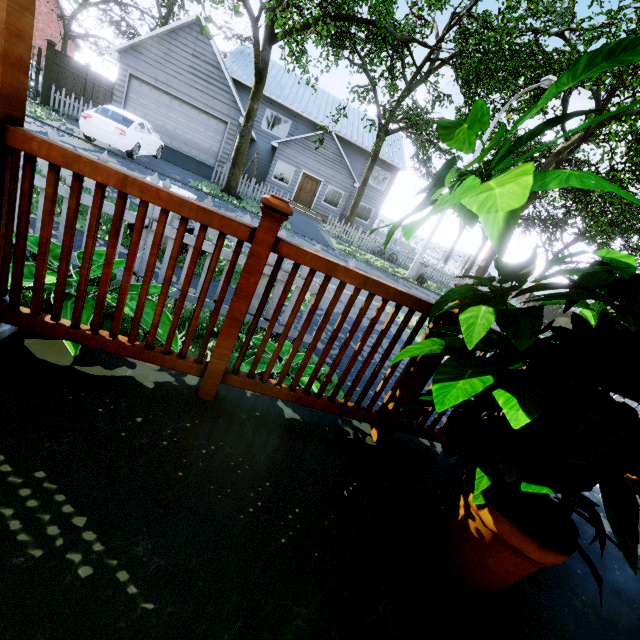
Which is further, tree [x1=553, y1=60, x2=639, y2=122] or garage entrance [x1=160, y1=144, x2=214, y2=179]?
garage entrance [x1=160, y1=144, x2=214, y2=179]

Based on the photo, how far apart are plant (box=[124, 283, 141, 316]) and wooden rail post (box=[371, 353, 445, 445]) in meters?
1.4

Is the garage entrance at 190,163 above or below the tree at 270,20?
below

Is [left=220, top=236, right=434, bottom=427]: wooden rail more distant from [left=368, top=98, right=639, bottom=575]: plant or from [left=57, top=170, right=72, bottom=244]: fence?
[left=57, top=170, right=72, bottom=244]: fence

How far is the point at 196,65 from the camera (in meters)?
16.12

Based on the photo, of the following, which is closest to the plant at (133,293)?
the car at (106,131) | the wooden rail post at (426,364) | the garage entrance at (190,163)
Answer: the wooden rail post at (426,364)

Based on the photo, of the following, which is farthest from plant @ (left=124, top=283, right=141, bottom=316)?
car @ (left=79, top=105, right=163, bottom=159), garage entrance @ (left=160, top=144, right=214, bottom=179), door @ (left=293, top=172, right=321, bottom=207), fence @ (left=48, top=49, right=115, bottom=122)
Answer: door @ (left=293, top=172, right=321, bottom=207)

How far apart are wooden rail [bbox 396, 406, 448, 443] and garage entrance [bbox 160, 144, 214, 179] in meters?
18.0 m
